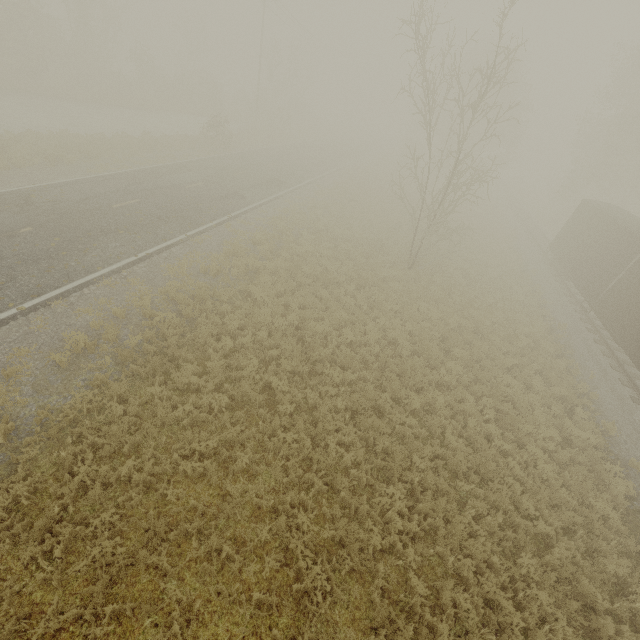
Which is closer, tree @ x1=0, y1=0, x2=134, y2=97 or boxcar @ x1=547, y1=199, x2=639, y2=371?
boxcar @ x1=547, y1=199, x2=639, y2=371

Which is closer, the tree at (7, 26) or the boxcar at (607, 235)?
the boxcar at (607, 235)

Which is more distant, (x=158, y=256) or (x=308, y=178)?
(x=308, y=178)
